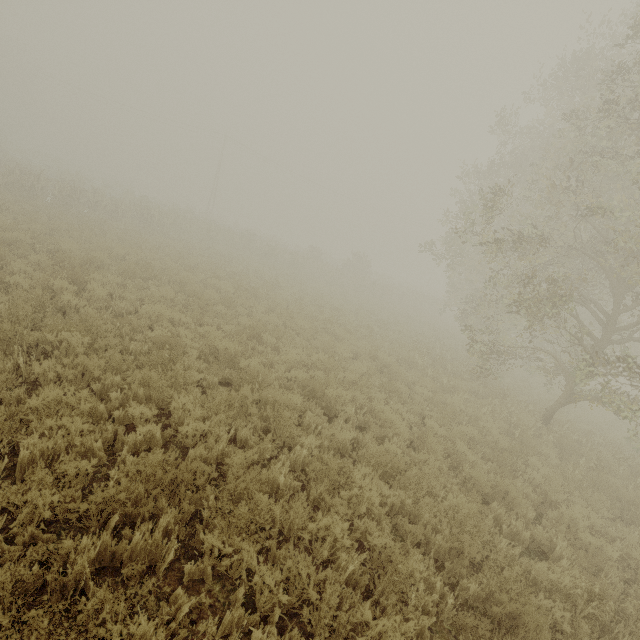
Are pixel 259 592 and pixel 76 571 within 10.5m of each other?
yes
